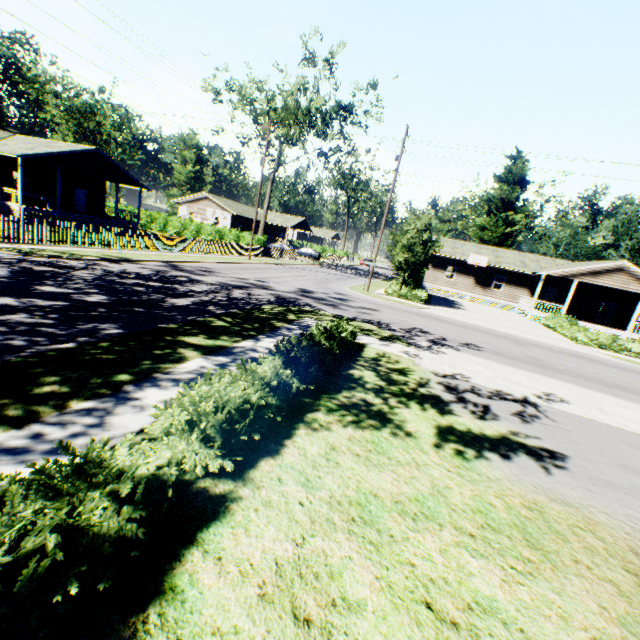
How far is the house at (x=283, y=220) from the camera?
57.3 meters

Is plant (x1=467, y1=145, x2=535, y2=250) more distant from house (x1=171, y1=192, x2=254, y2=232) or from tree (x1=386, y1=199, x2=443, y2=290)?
house (x1=171, y1=192, x2=254, y2=232)

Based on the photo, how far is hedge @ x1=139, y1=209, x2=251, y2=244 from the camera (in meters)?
36.66

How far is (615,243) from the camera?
47.59m

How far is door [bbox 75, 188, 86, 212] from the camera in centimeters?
3154cm

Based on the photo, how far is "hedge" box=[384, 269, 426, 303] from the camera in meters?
25.1 m

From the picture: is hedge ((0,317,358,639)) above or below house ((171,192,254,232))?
below

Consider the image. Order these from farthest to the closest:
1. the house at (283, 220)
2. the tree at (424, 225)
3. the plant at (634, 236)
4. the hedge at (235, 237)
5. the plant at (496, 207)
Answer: the house at (283, 220) < the plant at (634, 236) < the plant at (496, 207) < the hedge at (235, 237) < the tree at (424, 225)
